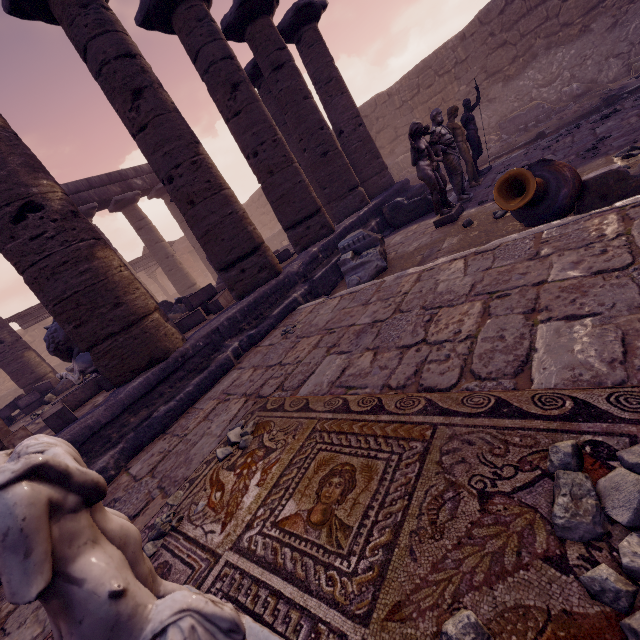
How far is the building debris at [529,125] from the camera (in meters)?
11.35

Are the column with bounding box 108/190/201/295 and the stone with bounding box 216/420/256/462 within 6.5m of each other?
no

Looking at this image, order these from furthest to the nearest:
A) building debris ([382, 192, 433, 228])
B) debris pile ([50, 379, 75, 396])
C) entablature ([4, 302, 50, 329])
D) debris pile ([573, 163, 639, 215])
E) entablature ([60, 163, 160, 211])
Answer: entablature ([4, 302, 50, 329]) < entablature ([60, 163, 160, 211]) < debris pile ([50, 379, 75, 396]) < building debris ([382, 192, 433, 228]) < debris pile ([573, 163, 639, 215])

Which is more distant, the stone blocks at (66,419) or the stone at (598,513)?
the stone blocks at (66,419)

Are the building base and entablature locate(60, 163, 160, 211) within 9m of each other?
yes

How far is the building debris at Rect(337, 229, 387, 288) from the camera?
5.5 meters

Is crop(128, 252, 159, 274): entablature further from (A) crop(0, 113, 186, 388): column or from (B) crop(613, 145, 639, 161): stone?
(B) crop(613, 145, 639, 161): stone

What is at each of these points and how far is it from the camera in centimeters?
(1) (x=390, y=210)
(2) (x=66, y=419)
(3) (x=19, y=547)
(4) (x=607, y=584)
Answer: (1) building debris, 825cm
(2) stone blocks, 424cm
(3) sculpture, 59cm
(4) stone, 85cm
